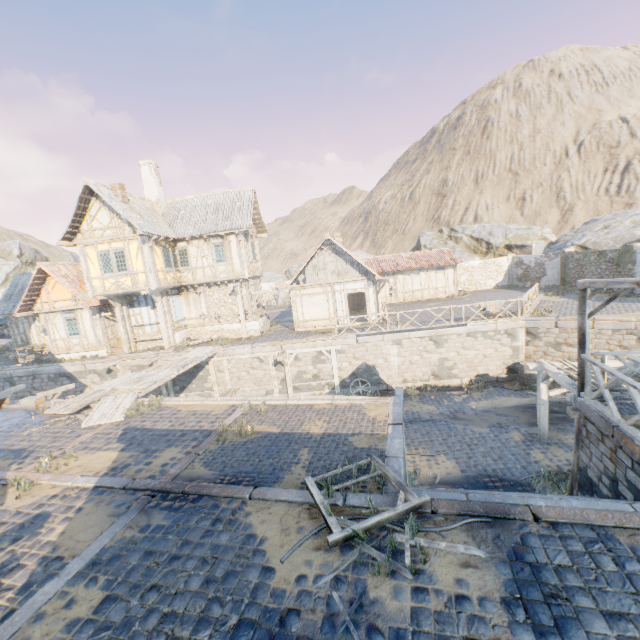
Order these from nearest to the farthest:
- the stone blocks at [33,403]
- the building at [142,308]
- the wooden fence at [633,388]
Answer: the wooden fence at [633,388] → the stone blocks at [33,403] → the building at [142,308]

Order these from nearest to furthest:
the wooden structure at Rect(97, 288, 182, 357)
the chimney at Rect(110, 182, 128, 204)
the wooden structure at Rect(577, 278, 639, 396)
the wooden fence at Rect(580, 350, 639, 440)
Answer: the wooden fence at Rect(580, 350, 639, 440), the wooden structure at Rect(577, 278, 639, 396), the chimney at Rect(110, 182, 128, 204), the wooden structure at Rect(97, 288, 182, 357)

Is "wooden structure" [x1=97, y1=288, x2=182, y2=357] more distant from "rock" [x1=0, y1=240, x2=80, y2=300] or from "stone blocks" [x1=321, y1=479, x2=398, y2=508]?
"rock" [x1=0, y1=240, x2=80, y2=300]

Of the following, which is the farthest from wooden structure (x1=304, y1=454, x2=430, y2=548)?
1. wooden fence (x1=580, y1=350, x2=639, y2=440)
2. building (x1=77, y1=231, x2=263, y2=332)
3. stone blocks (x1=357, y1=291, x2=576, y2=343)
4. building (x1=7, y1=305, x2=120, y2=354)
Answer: building (x1=7, y1=305, x2=120, y2=354)

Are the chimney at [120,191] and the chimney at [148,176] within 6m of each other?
yes

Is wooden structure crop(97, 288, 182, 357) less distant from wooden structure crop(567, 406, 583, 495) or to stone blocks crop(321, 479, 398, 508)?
stone blocks crop(321, 479, 398, 508)

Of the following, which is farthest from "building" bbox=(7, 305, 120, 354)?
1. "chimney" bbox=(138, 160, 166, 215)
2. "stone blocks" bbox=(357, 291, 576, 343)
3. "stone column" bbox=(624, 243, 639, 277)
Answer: "stone column" bbox=(624, 243, 639, 277)

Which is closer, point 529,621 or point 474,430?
point 529,621
